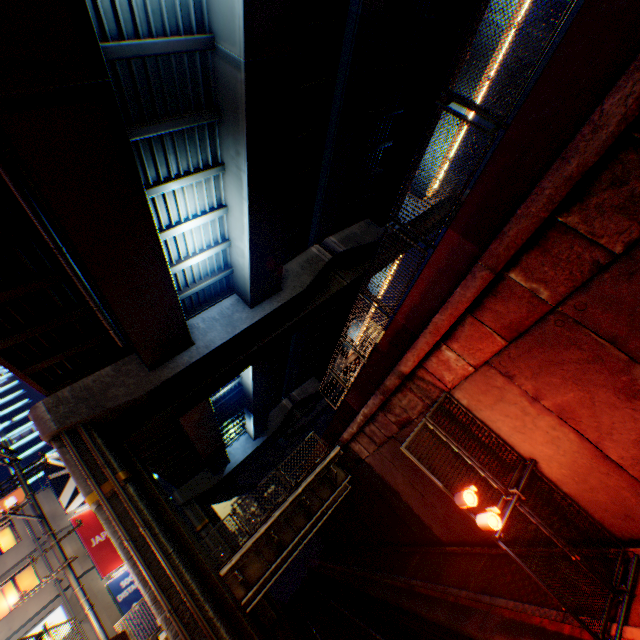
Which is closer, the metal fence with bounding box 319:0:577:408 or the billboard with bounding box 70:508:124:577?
the metal fence with bounding box 319:0:577:408

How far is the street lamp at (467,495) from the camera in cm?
666

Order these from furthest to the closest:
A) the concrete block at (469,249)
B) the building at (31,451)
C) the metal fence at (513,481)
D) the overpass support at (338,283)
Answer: the building at (31,451) → the overpass support at (338,283) → the metal fence at (513,481) → the concrete block at (469,249)

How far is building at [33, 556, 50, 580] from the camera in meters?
18.4

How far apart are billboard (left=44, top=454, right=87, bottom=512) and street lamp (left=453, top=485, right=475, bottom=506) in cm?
2482

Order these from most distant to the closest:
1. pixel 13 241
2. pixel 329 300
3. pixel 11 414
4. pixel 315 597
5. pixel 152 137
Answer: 1. pixel 11 414
2. pixel 315 597
3. pixel 329 300
4. pixel 152 137
5. pixel 13 241

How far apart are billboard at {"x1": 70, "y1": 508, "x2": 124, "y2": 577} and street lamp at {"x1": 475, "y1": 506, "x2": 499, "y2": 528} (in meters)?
23.08

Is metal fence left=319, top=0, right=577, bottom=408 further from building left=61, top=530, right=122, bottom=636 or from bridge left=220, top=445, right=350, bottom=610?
building left=61, top=530, right=122, bottom=636
